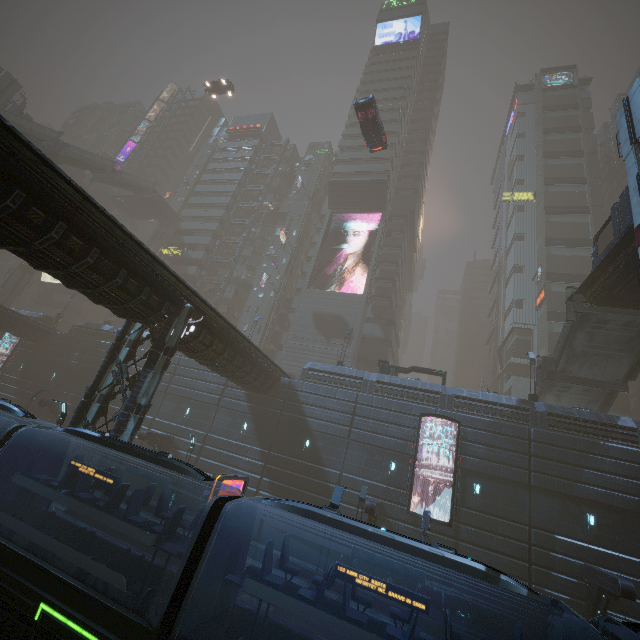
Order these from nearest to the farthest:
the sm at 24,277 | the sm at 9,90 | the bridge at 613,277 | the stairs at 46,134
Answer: the bridge at 613,277 < the stairs at 46,134 < the sm at 9,90 < the sm at 24,277

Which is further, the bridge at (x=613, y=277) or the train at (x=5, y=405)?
the bridge at (x=613, y=277)

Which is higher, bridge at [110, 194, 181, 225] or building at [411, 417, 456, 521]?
bridge at [110, 194, 181, 225]

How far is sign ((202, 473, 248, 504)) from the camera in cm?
1195

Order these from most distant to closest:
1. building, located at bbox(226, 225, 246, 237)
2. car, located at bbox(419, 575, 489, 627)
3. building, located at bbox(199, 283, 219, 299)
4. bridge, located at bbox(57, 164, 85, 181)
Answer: bridge, located at bbox(57, 164, 85, 181), building, located at bbox(226, 225, 246, 237), building, located at bbox(199, 283, 219, 299), car, located at bbox(419, 575, 489, 627)

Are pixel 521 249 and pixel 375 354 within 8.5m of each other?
no

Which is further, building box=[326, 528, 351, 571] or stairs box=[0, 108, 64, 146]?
stairs box=[0, 108, 64, 146]

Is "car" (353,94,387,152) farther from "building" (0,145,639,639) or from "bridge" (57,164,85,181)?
"bridge" (57,164,85,181)
